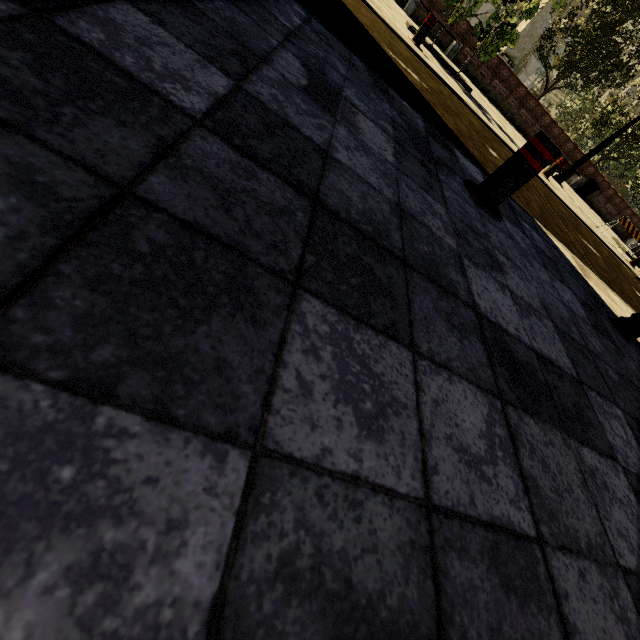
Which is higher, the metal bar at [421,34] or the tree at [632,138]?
the tree at [632,138]

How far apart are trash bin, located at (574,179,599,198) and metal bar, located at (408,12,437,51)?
15.1 meters

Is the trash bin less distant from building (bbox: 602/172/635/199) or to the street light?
the street light

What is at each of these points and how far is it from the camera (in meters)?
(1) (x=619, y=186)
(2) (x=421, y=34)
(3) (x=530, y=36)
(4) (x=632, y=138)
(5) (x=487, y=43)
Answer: (1) building, 49.28
(2) metal bar, 7.00
(3) obelisk, 23.86
(4) tree, 18.72
(5) tree, 8.46

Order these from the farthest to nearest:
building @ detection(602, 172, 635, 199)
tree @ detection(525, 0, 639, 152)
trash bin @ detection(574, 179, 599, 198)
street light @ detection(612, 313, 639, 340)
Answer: building @ detection(602, 172, 635, 199)
trash bin @ detection(574, 179, 599, 198)
tree @ detection(525, 0, 639, 152)
street light @ detection(612, 313, 639, 340)

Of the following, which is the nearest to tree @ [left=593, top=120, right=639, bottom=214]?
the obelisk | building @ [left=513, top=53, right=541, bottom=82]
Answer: building @ [left=513, top=53, right=541, bottom=82]

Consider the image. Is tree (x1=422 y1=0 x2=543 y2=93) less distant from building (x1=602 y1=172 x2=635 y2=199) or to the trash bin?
building (x1=602 y1=172 x2=635 y2=199)

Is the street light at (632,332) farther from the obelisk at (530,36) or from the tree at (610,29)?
the obelisk at (530,36)
